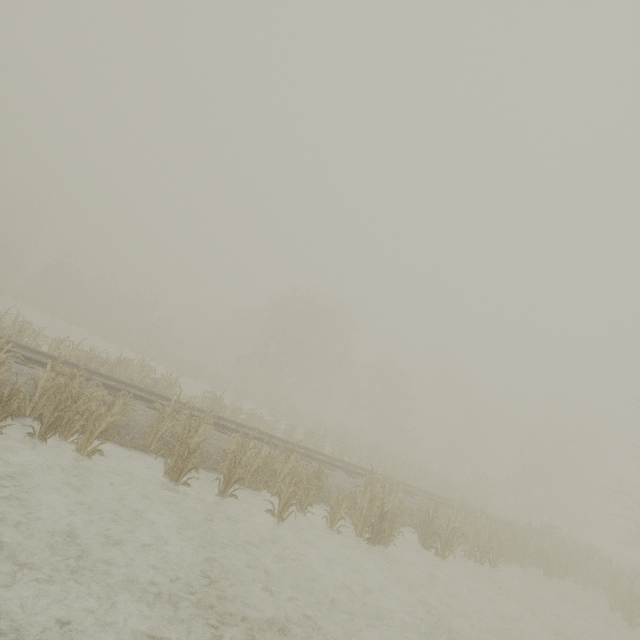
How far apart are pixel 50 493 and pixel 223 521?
3.6m
